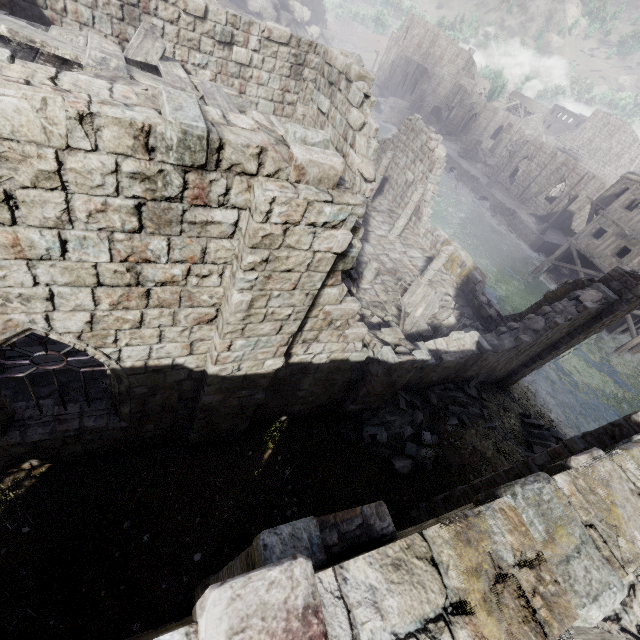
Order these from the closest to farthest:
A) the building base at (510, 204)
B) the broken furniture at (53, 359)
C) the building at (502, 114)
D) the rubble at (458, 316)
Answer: the broken furniture at (53, 359)
the rubble at (458, 316)
the building base at (510, 204)
the building at (502, 114)

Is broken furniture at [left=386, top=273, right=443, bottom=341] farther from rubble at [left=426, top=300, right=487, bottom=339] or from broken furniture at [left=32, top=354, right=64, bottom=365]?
broken furniture at [left=32, top=354, right=64, bottom=365]

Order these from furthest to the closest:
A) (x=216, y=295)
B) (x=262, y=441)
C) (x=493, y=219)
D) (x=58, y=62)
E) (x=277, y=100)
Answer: (x=493, y=219) → (x=277, y=100) → (x=262, y=441) → (x=58, y=62) → (x=216, y=295)

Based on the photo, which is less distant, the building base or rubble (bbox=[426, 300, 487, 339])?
rubble (bbox=[426, 300, 487, 339])

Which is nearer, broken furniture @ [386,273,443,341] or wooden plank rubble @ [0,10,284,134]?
wooden plank rubble @ [0,10,284,134]

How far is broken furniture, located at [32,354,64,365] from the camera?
7.4 meters

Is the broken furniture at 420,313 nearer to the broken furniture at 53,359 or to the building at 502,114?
the building at 502,114

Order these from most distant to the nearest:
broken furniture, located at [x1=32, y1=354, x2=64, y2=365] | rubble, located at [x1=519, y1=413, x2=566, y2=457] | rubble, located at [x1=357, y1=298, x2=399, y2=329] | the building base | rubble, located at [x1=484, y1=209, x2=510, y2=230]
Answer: rubble, located at [x1=484, y1=209, x2=510, y2=230] < the building base < rubble, located at [x1=519, y1=413, x2=566, y2=457] < rubble, located at [x1=357, y1=298, x2=399, y2=329] < broken furniture, located at [x1=32, y1=354, x2=64, y2=365]
